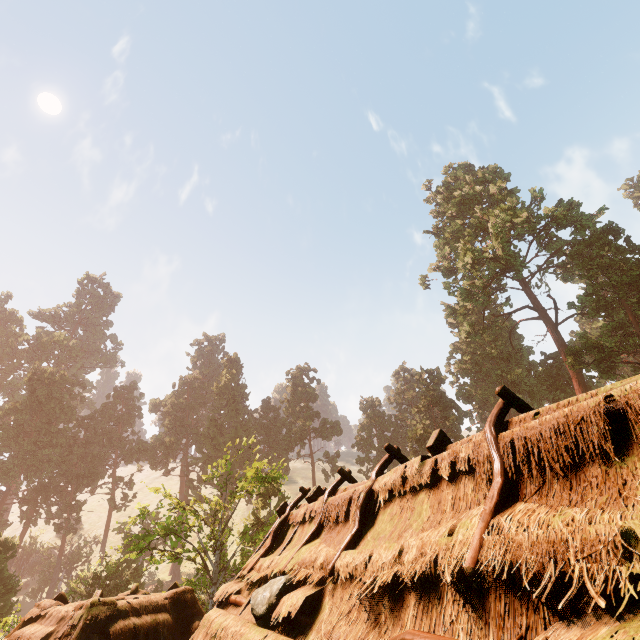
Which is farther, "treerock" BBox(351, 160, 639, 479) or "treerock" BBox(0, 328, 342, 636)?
"treerock" BBox(351, 160, 639, 479)

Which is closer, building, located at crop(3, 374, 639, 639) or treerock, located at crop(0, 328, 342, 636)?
building, located at crop(3, 374, 639, 639)

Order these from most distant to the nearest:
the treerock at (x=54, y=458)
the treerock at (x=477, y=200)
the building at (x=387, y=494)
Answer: the treerock at (x=477, y=200) < the treerock at (x=54, y=458) < the building at (x=387, y=494)

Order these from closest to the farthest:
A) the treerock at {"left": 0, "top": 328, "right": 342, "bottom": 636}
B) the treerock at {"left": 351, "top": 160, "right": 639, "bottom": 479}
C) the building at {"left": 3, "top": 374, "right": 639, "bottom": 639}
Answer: the building at {"left": 3, "top": 374, "right": 639, "bottom": 639} → the treerock at {"left": 0, "top": 328, "right": 342, "bottom": 636} → the treerock at {"left": 351, "top": 160, "right": 639, "bottom": 479}

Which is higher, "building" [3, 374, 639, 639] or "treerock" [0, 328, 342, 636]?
"treerock" [0, 328, 342, 636]

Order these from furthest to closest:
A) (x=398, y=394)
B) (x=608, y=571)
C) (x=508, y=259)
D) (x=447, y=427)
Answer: (x=398, y=394)
(x=447, y=427)
(x=508, y=259)
(x=608, y=571)

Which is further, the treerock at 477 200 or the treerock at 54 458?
the treerock at 477 200
